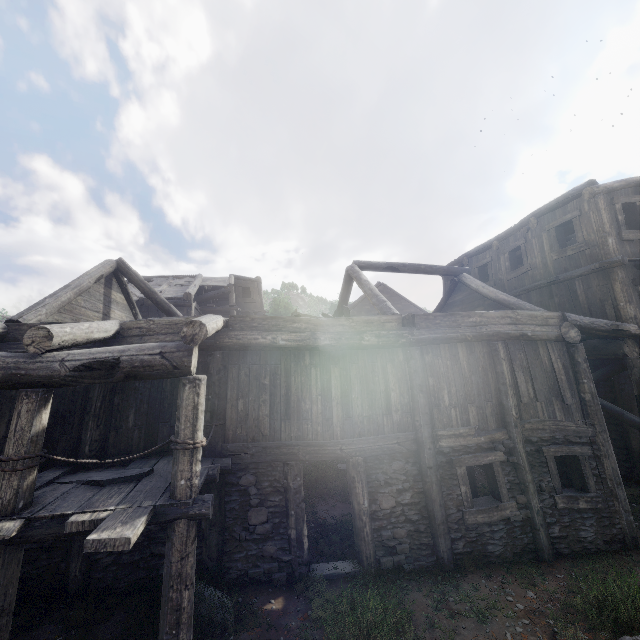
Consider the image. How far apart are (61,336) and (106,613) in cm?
477
